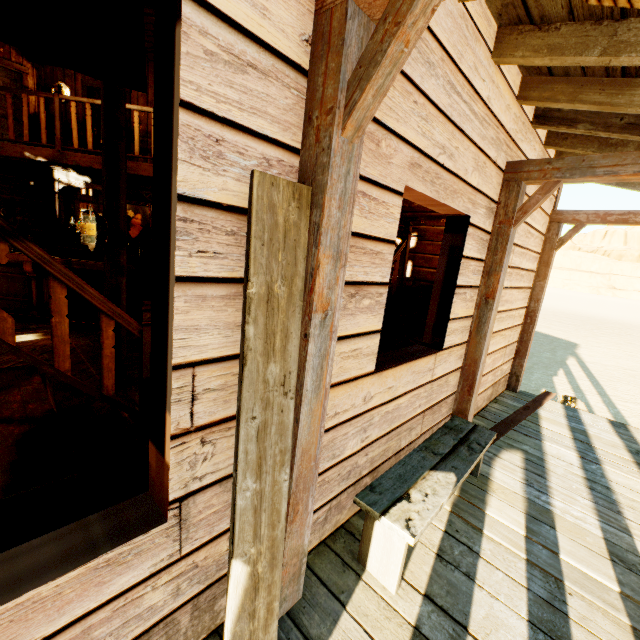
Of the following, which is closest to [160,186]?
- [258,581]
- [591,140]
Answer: [258,581]

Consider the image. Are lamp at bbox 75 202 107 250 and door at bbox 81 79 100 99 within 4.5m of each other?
no

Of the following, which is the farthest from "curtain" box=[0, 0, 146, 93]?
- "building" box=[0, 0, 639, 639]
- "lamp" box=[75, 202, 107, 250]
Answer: "lamp" box=[75, 202, 107, 250]

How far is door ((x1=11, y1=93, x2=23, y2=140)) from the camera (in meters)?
7.96

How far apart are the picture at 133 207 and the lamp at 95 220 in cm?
421

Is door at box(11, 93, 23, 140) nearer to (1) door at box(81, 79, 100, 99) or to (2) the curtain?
(1) door at box(81, 79, 100, 99)

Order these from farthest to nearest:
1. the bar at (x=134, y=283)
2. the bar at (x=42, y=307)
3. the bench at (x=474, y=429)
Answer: the bar at (x=134, y=283), the bar at (x=42, y=307), the bench at (x=474, y=429)

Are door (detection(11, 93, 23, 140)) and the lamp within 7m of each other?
no
